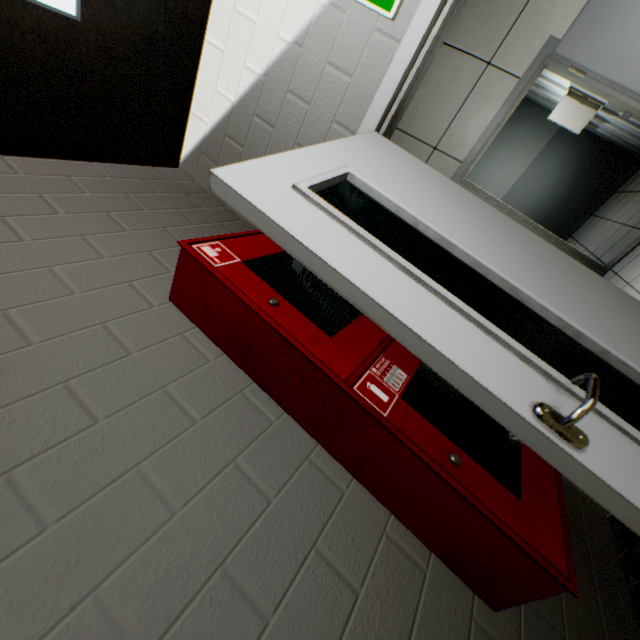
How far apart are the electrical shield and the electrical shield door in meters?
0.1 m

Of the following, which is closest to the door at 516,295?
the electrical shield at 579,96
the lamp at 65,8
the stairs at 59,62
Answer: the stairs at 59,62

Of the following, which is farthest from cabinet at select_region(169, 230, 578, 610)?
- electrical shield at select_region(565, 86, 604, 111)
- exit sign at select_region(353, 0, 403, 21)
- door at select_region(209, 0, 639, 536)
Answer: electrical shield at select_region(565, 86, 604, 111)

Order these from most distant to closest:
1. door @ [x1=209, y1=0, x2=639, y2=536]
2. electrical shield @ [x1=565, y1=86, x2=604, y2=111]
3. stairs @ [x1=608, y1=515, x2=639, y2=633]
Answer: electrical shield @ [x1=565, y1=86, x2=604, y2=111]
stairs @ [x1=608, y1=515, x2=639, y2=633]
door @ [x1=209, y1=0, x2=639, y2=536]

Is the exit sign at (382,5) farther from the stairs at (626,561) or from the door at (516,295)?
the stairs at (626,561)

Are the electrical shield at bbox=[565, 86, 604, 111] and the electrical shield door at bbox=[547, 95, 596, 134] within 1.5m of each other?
yes

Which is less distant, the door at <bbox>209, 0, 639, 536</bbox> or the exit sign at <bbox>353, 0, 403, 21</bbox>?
the door at <bbox>209, 0, 639, 536</bbox>

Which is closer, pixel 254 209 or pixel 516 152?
pixel 254 209
